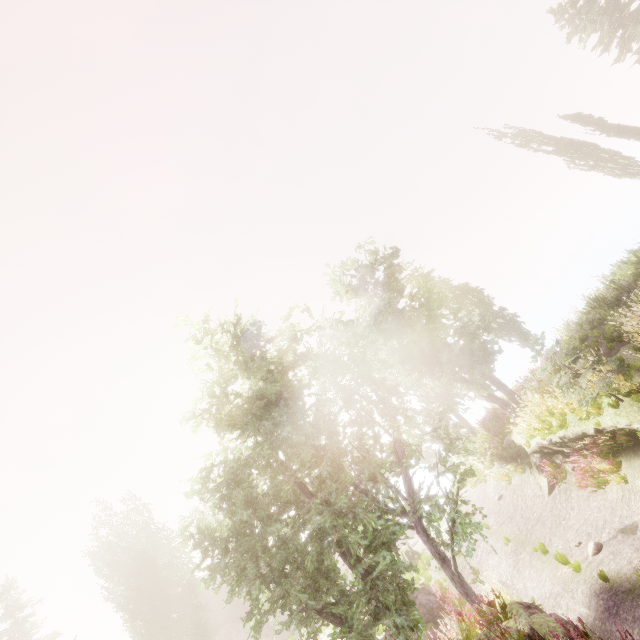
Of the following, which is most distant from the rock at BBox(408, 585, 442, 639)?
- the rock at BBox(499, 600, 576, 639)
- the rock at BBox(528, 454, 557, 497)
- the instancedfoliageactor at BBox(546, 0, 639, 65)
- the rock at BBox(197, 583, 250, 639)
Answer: the rock at BBox(197, 583, 250, 639)

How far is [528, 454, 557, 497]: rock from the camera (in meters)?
13.25

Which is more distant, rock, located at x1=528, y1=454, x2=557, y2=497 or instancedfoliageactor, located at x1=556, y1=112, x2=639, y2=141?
instancedfoliageactor, located at x1=556, y1=112, x2=639, y2=141

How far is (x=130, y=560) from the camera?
27.3m

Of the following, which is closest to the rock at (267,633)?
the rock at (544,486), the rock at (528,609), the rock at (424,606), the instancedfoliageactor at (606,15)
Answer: the instancedfoliageactor at (606,15)

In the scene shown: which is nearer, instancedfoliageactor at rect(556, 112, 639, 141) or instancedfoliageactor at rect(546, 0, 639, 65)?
instancedfoliageactor at rect(546, 0, 639, 65)

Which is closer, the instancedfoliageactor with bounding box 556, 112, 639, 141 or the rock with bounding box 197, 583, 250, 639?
the instancedfoliageactor with bounding box 556, 112, 639, 141

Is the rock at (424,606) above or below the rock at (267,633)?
below
